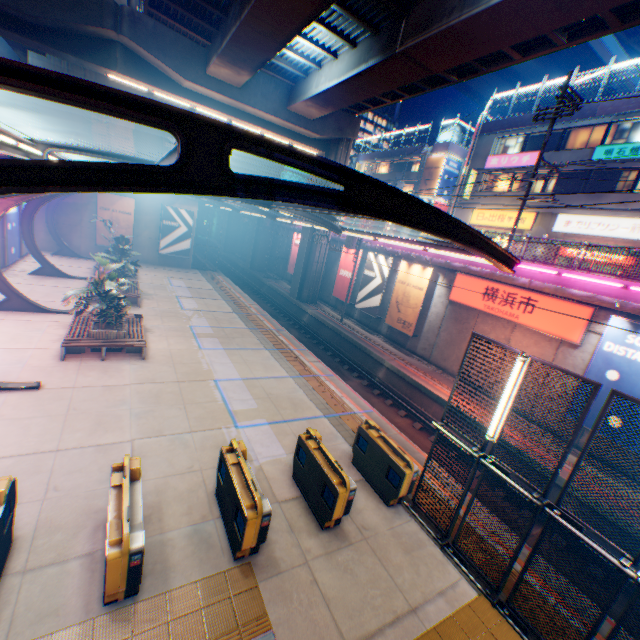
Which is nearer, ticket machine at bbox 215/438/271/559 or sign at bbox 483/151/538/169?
ticket machine at bbox 215/438/271/559

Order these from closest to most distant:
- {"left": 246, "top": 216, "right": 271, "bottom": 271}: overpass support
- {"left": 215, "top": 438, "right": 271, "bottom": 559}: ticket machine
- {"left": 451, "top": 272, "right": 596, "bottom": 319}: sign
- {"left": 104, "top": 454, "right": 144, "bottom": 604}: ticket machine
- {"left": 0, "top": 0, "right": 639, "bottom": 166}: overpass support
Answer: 1. {"left": 104, "top": 454, "right": 144, "bottom": 604}: ticket machine
2. {"left": 215, "top": 438, "right": 271, "bottom": 559}: ticket machine
3. {"left": 0, "top": 0, "right": 639, "bottom": 166}: overpass support
4. {"left": 451, "top": 272, "right": 596, "bottom": 319}: sign
5. {"left": 246, "top": 216, "right": 271, "bottom": 271}: overpass support

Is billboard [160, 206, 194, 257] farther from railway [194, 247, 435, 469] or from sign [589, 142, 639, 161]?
sign [589, 142, 639, 161]

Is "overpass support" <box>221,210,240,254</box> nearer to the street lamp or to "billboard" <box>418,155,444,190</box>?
the street lamp

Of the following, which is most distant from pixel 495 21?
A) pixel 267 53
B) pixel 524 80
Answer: pixel 524 80

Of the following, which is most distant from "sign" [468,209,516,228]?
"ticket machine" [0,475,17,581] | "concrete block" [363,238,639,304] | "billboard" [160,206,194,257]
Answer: "ticket machine" [0,475,17,581]

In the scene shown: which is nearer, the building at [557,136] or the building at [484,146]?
the building at [557,136]

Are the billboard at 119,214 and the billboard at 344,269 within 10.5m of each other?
no
